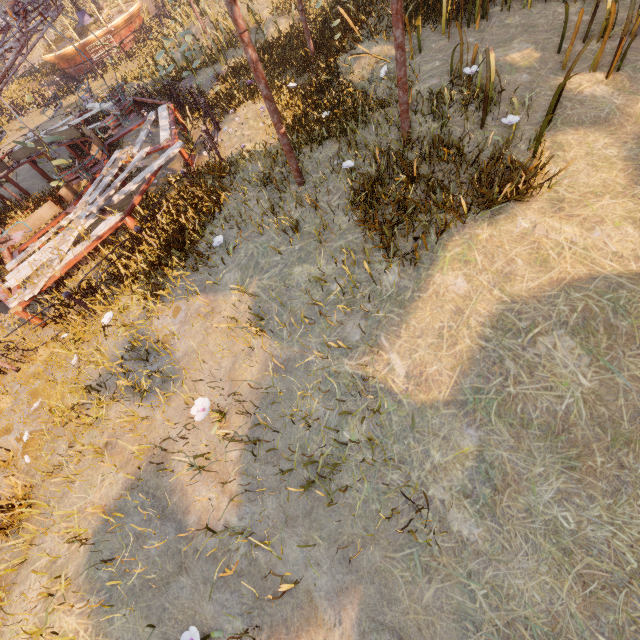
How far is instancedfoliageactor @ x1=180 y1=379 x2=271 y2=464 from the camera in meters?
4.2 m

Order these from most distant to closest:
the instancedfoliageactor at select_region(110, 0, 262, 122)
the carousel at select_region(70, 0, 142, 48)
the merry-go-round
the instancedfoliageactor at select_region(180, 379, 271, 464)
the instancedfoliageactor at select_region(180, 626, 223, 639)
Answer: the carousel at select_region(70, 0, 142, 48) < the instancedfoliageactor at select_region(110, 0, 262, 122) < the merry-go-round < the instancedfoliageactor at select_region(180, 379, 271, 464) < the instancedfoliageactor at select_region(180, 626, 223, 639)

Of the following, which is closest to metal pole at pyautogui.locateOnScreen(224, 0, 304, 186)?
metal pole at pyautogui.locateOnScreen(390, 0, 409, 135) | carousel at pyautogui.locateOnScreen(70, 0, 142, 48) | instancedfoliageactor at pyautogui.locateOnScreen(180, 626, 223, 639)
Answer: metal pole at pyautogui.locateOnScreen(390, 0, 409, 135)

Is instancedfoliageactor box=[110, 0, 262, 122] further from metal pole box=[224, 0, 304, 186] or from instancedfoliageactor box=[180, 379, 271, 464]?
instancedfoliageactor box=[180, 379, 271, 464]

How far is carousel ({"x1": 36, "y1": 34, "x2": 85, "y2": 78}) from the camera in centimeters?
2082cm

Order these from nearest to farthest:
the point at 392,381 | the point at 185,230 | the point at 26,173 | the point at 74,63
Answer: the point at 392,381 < the point at 185,230 < the point at 26,173 < the point at 74,63

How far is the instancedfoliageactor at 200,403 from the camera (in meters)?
4.18

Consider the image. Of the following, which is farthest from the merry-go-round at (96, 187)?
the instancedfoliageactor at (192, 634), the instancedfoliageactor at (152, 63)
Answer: the instancedfoliageactor at (152, 63)
